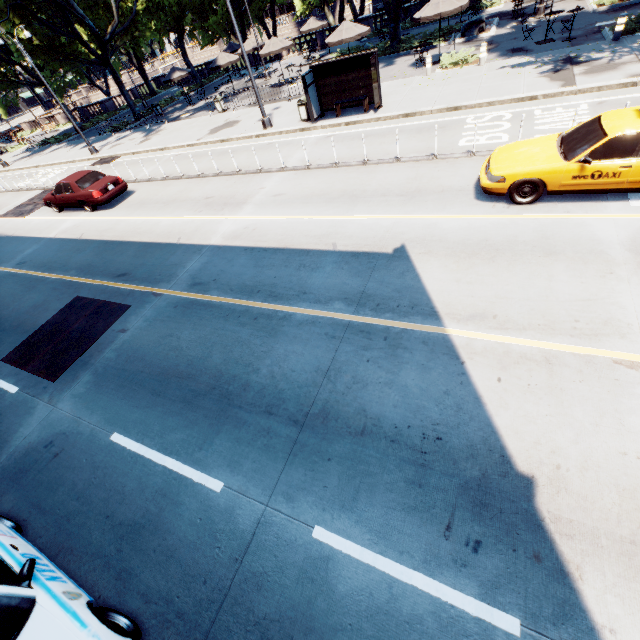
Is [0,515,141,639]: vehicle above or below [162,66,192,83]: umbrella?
below

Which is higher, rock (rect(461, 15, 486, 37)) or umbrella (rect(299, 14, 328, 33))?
umbrella (rect(299, 14, 328, 33))

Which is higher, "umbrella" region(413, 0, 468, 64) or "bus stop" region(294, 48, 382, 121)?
"umbrella" region(413, 0, 468, 64)

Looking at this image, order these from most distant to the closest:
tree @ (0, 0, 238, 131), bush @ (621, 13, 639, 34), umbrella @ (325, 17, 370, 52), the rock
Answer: tree @ (0, 0, 238, 131)
the rock
umbrella @ (325, 17, 370, 52)
bush @ (621, 13, 639, 34)

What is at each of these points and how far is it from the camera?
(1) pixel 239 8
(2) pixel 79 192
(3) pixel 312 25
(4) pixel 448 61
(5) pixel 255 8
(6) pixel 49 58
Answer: (1) tree, 35.7m
(2) vehicle, 14.9m
(3) umbrella, 29.0m
(4) bush, 17.4m
(5) tree, 39.6m
(6) tree, 26.5m

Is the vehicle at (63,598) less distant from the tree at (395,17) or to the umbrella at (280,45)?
the tree at (395,17)

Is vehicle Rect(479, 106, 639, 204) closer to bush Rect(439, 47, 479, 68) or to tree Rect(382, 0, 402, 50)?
tree Rect(382, 0, 402, 50)

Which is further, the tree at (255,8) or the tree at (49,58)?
the tree at (255,8)
